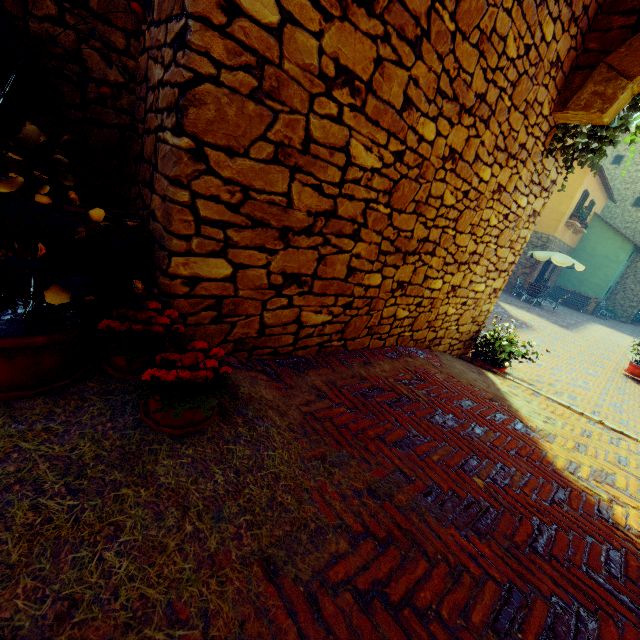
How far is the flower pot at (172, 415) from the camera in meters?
1.4 m

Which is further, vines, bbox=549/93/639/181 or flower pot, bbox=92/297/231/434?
vines, bbox=549/93/639/181

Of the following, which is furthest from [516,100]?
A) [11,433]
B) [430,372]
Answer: [11,433]

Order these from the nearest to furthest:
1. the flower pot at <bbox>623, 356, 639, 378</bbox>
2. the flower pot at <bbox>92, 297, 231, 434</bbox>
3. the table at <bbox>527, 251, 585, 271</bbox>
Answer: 1. the flower pot at <bbox>92, 297, 231, 434</bbox>
2. the flower pot at <bbox>623, 356, 639, 378</bbox>
3. the table at <bbox>527, 251, 585, 271</bbox>

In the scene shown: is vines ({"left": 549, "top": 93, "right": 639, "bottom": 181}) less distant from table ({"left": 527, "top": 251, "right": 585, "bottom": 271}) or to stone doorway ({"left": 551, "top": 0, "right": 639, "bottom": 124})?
stone doorway ({"left": 551, "top": 0, "right": 639, "bottom": 124})

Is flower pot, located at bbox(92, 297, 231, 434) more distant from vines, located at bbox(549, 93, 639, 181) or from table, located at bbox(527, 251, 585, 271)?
table, located at bbox(527, 251, 585, 271)

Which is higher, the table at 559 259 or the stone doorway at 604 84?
the stone doorway at 604 84

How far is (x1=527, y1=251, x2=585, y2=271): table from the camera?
15.8 meters
